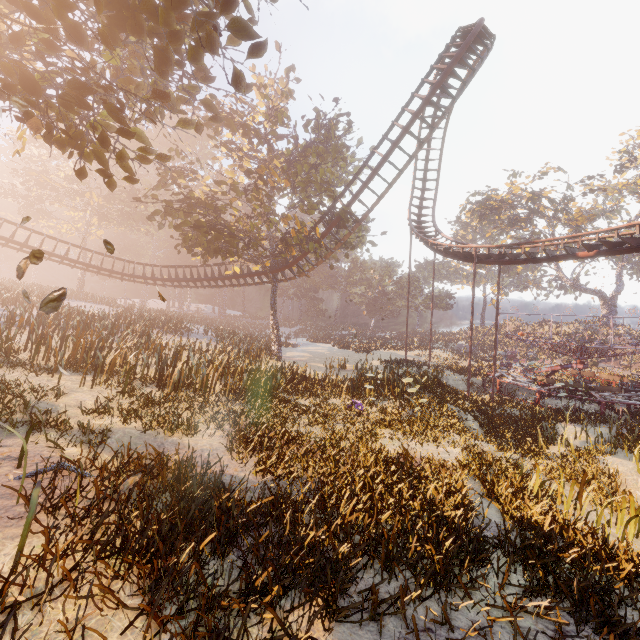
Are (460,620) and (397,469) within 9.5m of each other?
yes

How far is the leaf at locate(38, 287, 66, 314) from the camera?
3.6 meters

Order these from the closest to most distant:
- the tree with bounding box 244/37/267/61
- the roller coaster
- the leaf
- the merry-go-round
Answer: the leaf, the tree with bounding box 244/37/267/61, the roller coaster, the merry-go-round

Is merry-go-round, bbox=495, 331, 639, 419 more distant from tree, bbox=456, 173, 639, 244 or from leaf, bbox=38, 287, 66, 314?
leaf, bbox=38, 287, 66, 314

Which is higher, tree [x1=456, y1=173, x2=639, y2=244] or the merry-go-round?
tree [x1=456, y1=173, x2=639, y2=244]

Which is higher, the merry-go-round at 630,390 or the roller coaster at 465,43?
the roller coaster at 465,43

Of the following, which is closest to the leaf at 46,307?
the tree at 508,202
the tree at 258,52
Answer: the tree at 258,52

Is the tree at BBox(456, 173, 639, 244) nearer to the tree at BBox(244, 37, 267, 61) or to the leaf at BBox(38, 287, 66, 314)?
the tree at BBox(244, 37, 267, 61)
